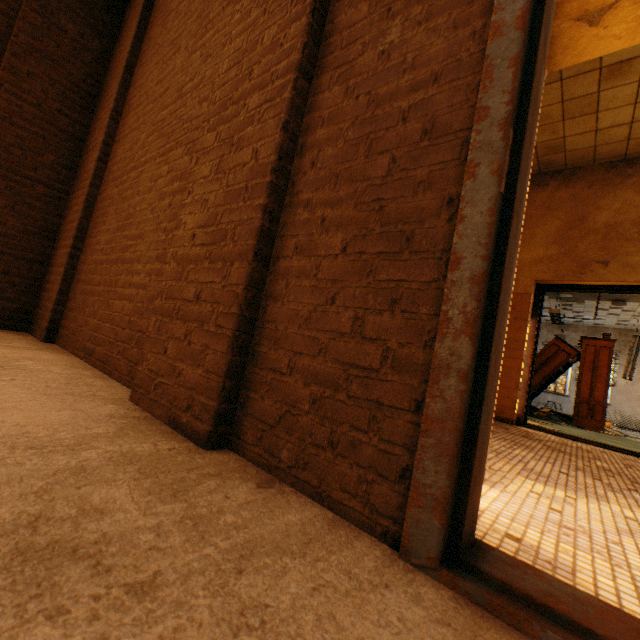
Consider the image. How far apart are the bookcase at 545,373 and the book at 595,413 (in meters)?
0.01

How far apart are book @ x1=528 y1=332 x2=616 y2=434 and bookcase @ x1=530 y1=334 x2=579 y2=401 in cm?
1

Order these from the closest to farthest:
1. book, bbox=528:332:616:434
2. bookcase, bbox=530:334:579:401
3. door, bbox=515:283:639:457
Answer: door, bbox=515:283:639:457
book, bbox=528:332:616:434
bookcase, bbox=530:334:579:401

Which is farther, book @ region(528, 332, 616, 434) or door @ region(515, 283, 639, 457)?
book @ region(528, 332, 616, 434)

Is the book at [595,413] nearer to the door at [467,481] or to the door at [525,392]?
the door at [525,392]

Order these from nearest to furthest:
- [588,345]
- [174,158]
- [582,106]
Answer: [174,158]
[582,106]
[588,345]

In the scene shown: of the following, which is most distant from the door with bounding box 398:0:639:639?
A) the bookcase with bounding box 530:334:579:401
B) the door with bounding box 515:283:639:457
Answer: the bookcase with bounding box 530:334:579:401

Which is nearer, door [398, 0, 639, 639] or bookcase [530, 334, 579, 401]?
door [398, 0, 639, 639]
